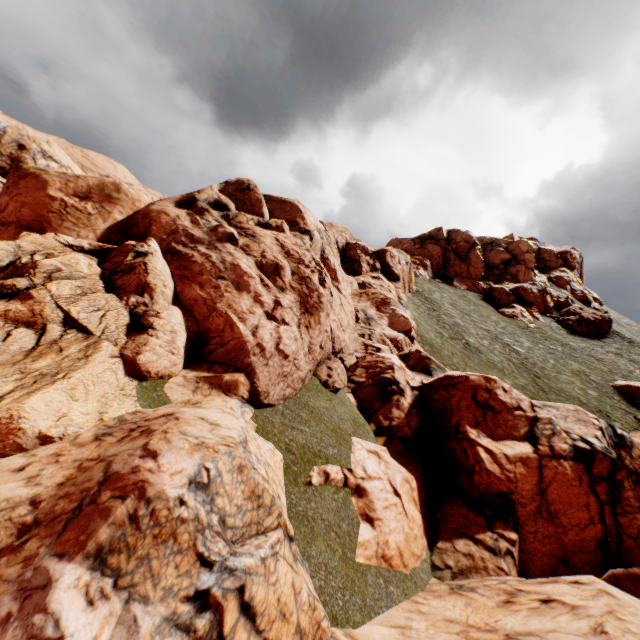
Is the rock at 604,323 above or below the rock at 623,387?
above

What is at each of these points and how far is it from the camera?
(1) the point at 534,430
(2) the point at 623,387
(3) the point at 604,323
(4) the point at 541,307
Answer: (1) rock, 12.2 meters
(2) rock, 35.6 meters
(3) rock, 51.2 meters
(4) rock, 56.4 meters

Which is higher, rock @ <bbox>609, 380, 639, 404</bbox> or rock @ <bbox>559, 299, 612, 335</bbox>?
rock @ <bbox>559, 299, 612, 335</bbox>

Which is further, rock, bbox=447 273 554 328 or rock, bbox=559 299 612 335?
rock, bbox=447 273 554 328

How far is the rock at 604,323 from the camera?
51.2 meters

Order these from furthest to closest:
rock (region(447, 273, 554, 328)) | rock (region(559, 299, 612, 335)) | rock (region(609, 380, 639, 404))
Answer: rock (region(447, 273, 554, 328)) < rock (region(559, 299, 612, 335)) < rock (region(609, 380, 639, 404))

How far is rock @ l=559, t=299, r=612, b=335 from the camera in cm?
5116
